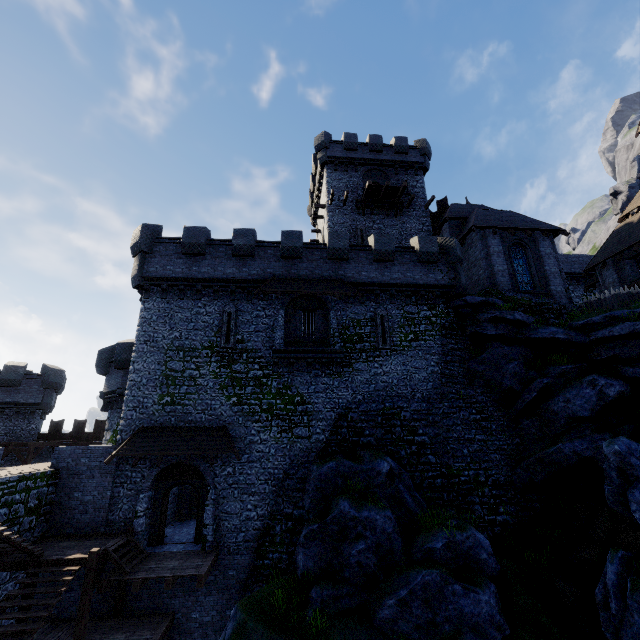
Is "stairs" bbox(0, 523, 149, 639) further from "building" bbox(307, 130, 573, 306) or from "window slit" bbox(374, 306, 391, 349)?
"building" bbox(307, 130, 573, 306)

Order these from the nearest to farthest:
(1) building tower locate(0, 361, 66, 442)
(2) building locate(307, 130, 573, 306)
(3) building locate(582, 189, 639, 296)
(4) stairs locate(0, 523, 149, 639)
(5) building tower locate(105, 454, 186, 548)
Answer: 1. (4) stairs locate(0, 523, 149, 639)
2. (5) building tower locate(105, 454, 186, 548)
3. (2) building locate(307, 130, 573, 306)
4. (3) building locate(582, 189, 639, 296)
5. (1) building tower locate(0, 361, 66, 442)

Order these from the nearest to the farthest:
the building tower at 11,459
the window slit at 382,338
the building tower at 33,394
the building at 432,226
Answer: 1. the window slit at 382,338
2. the building at 432,226
3. the building tower at 11,459
4. the building tower at 33,394

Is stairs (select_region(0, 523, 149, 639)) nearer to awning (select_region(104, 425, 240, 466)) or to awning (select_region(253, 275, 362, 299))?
awning (select_region(104, 425, 240, 466))

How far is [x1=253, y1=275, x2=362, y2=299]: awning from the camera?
18.8 meters

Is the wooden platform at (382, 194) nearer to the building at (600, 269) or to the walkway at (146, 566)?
the building at (600, 269)

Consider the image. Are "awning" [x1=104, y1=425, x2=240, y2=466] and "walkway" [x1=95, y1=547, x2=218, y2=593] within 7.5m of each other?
yes

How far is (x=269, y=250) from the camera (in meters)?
20.42
